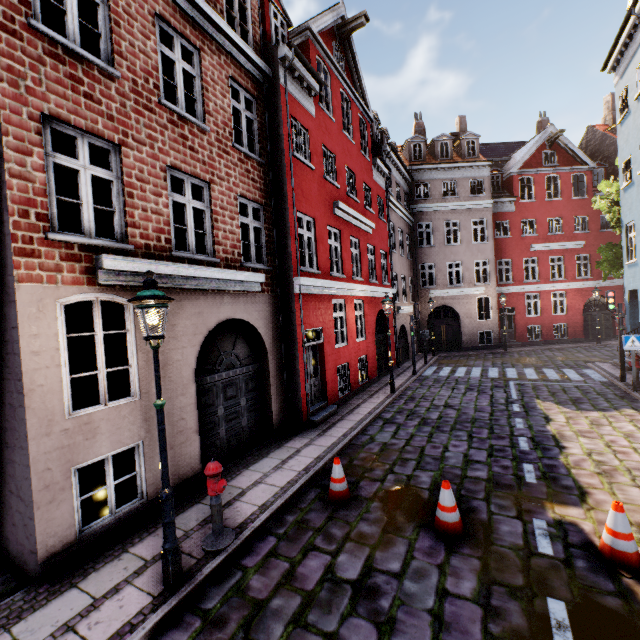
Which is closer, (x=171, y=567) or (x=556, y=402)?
(x=171, y=567)

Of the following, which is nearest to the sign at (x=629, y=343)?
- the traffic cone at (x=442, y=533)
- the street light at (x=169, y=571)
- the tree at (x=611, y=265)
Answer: the tree at (x=611, y=265)

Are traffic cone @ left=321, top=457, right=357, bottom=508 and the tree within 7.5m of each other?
no

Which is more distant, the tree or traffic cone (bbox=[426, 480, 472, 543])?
the tree

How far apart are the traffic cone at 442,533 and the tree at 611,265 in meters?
19.0 m

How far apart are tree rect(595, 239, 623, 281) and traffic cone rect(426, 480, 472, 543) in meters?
19.0 m

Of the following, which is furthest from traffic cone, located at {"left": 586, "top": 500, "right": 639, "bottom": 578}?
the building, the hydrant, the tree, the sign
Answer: the tree

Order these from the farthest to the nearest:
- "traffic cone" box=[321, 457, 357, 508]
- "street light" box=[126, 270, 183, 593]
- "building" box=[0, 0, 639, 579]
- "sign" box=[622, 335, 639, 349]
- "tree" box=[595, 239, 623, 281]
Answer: "tree" box=[595, 239, 623, 281] → "sign" box=[622, 335, 639, 349] → "traffic cone" box=[321, 457, 357, 508] → "building" box=[0, 0, 639, 579] → "street light" box=[126, 270, 183, 593]
